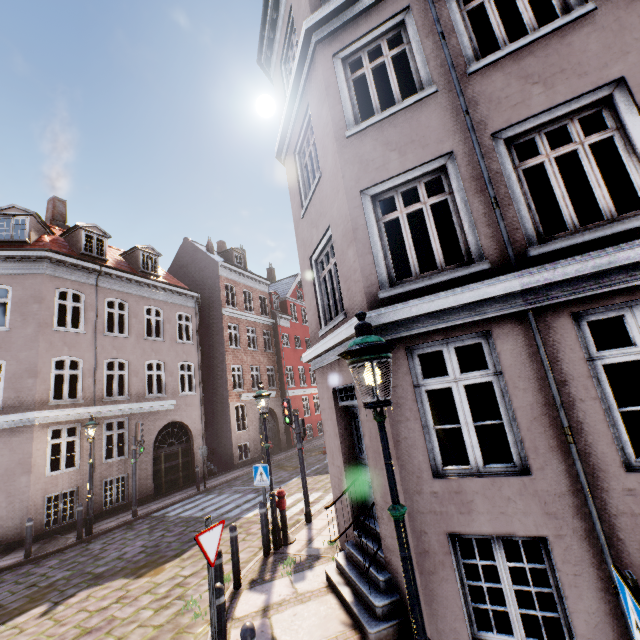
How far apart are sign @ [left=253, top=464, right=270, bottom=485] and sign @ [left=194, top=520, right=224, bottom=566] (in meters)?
3.61

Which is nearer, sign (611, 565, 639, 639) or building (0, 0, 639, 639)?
sign (611, 565, 639, 639)

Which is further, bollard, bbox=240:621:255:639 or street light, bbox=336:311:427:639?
bollard, bbox=240:621:255:639

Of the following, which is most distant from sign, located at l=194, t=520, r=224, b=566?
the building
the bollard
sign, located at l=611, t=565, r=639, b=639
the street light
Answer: sign, located at l=611, t=565, r=639, b=639

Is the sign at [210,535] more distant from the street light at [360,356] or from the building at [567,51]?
the street light at [360,356]

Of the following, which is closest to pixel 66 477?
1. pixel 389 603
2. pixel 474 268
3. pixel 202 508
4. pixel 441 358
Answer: pixel 202 508

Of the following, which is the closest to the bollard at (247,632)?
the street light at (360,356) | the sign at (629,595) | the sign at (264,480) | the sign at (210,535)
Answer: the sign at (210,535)

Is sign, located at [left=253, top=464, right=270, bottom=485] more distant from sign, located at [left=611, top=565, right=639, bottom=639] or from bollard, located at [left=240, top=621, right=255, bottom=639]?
sign, located at [left=611, top=565, right=639, bottom=639]
